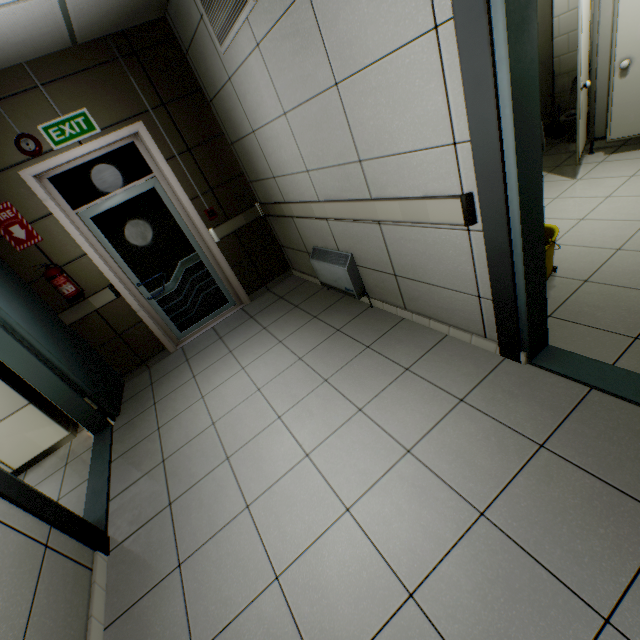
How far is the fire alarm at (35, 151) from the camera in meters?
3.2

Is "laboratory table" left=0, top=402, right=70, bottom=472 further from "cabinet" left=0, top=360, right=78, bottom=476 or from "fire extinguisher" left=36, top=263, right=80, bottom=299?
"fire extinguisher" left=36, top=263, right=80, bottom=299

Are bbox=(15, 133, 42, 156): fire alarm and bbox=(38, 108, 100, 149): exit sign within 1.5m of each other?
yes

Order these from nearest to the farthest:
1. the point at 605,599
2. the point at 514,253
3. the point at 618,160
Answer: the point at 605,599 < the point at 514,253 < the point at 618,160

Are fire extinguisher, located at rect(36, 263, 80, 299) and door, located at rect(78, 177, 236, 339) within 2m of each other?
yes

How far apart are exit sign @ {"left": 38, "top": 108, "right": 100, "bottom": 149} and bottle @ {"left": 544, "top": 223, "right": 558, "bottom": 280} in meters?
3.9

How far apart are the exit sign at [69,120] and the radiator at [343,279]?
2.6 meters

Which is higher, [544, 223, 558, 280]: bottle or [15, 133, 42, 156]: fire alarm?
[15, 133, 42, 156]: fire alarm
